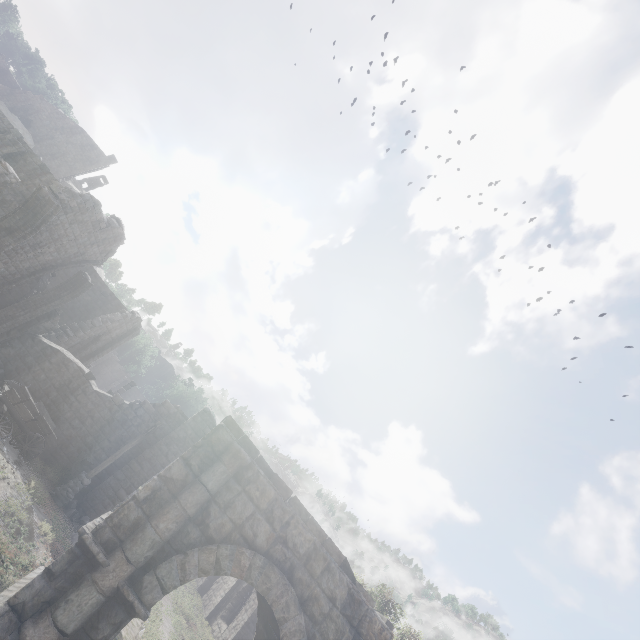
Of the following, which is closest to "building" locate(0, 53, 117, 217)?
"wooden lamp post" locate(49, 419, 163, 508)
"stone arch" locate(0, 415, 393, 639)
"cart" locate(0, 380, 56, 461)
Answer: "stone arch" locate(0, 415, 393, 639)

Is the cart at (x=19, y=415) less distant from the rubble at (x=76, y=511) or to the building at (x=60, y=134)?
the building at (x=60, y=134)

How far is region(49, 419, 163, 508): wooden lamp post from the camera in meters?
13.4

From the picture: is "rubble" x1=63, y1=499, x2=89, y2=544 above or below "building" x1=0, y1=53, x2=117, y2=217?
below

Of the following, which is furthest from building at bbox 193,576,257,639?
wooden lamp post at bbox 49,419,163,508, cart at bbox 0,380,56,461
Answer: wooden lamp post at bbox 49,419,163,508

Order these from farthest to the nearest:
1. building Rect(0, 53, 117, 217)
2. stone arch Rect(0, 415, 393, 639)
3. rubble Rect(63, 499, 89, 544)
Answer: building Rect(0, 53, 117, 217) < rubble Rect(63, 499, 89, 544) < stone arch Rect(0, 415, 393, 639)

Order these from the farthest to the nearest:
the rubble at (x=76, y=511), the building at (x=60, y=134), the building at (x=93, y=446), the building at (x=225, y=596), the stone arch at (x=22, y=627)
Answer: the building at (x=225, y=596) → the building at (x=60, y=134) → the building at (x=93, y=446) → the rubble at (x=76, y=511) → the stone arch at (x=22, y=627)

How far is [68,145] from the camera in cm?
4931
